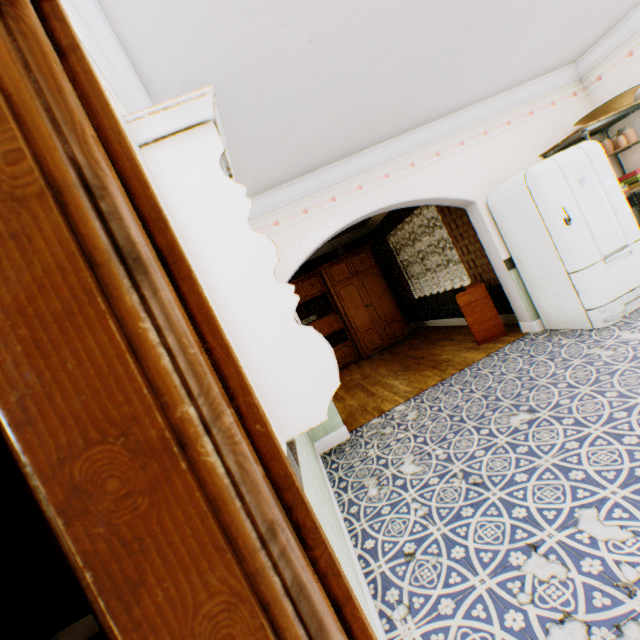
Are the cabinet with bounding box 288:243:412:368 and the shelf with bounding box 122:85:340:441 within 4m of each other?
no

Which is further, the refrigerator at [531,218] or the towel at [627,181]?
the towel at [627,181]

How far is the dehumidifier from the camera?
4.95m

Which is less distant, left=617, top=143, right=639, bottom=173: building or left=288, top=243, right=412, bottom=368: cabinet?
left=617, top=143, right=639, bottom=173: building

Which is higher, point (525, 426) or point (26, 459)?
point (26, 459)

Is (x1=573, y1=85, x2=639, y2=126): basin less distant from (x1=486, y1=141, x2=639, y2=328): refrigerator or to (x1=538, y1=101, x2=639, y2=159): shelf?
(x1=538, y1=101, x2=639, y2=159): shelf

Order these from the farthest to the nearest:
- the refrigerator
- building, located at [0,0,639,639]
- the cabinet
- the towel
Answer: the cabinet < the towel < the refrigerator < building, located at [0,0,639,639]

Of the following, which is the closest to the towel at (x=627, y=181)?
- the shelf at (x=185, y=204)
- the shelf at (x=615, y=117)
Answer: the shelf at (x=615, y=117)
